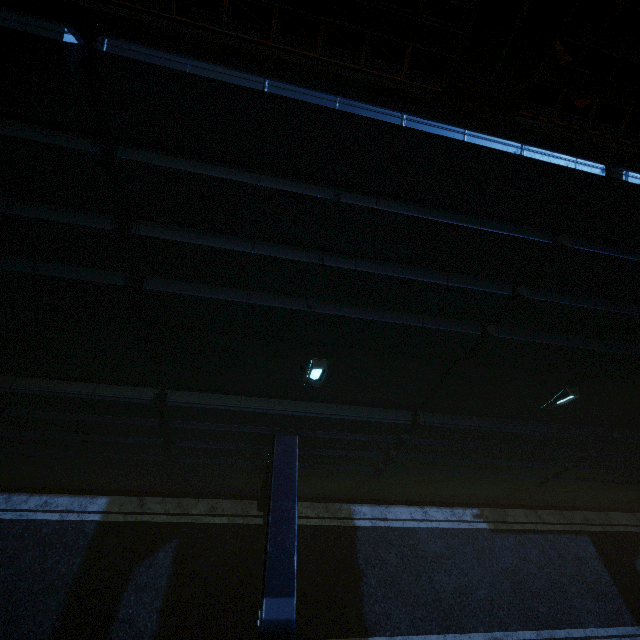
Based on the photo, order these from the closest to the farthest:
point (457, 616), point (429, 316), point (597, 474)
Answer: point (429, 316), point (457, 616), point (597, 474)

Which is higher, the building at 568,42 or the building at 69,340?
the building at 568,42

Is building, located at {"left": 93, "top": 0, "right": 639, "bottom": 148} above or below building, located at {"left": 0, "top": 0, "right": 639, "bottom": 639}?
above
